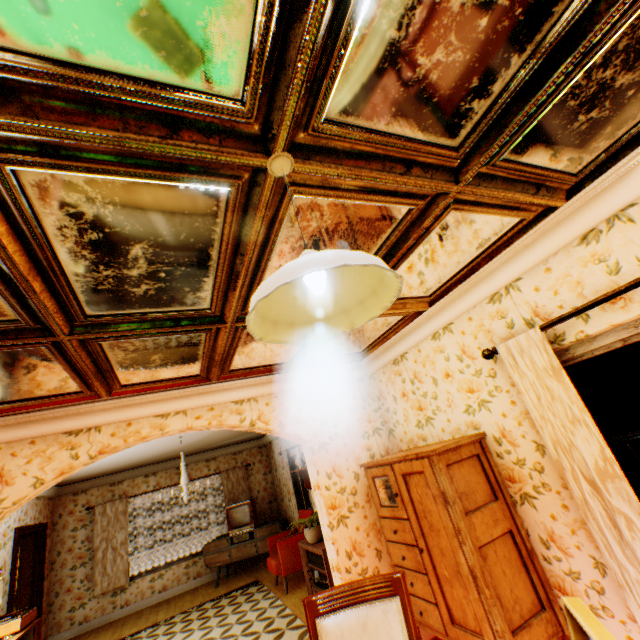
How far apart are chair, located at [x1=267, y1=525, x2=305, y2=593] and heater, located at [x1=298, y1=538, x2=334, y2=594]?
0.87m

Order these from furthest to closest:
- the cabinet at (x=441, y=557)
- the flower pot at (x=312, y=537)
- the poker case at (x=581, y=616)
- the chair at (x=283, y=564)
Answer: the chair at (x=283, y=564) < the flower pot at (x=312, y=537) < the cabinet at (x=441, y=557) < the poker case at (x=581, y=616)

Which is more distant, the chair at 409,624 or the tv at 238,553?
the tv at 238,553

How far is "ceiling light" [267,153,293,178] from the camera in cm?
122

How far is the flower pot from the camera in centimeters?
514cm

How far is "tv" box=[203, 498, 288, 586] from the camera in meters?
7.9

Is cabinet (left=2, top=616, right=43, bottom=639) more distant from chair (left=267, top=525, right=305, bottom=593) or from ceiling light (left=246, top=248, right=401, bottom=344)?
ceiling light (left=246, top=248, right=401, bottom=344)

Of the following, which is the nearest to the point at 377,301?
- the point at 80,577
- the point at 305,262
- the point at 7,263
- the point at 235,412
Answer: the point at 305,262
